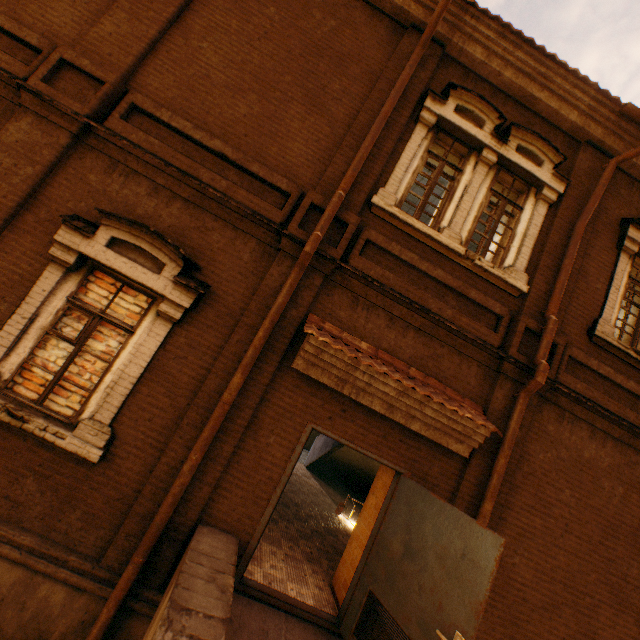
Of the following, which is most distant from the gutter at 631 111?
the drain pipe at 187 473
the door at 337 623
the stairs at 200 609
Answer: the stairs at 200 609

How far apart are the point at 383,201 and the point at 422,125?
1.77m

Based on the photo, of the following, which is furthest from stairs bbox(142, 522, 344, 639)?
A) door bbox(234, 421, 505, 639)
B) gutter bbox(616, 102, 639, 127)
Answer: gutter bbox(616, 102, 639, 127)

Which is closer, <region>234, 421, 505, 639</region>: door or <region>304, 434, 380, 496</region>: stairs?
<region>234, 421, 505, 639</region>: door

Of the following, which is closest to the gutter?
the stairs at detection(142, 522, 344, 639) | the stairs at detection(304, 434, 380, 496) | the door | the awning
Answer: the stairs at detection(304, 434, 380, 496)

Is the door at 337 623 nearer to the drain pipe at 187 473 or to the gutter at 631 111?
the drain pipe at 187 473

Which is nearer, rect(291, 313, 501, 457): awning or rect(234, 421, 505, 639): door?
rect(234, 421, 505, 639): door

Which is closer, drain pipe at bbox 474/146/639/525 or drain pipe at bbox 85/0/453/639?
drain pipe at bbox 85/0/453/639
